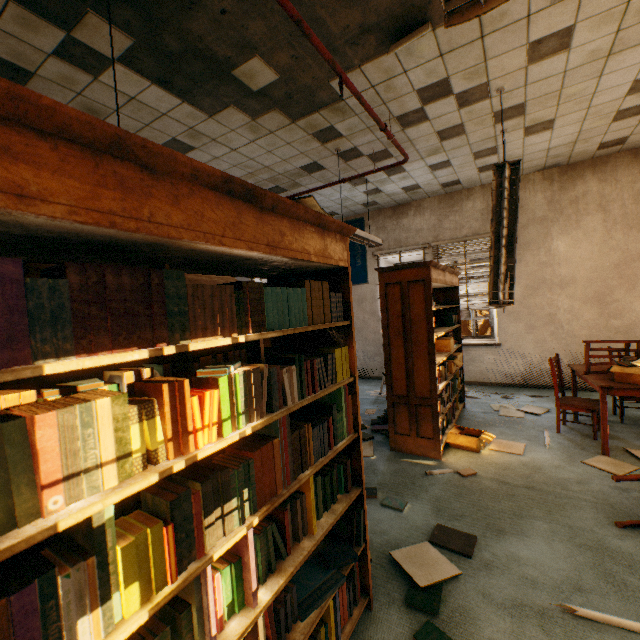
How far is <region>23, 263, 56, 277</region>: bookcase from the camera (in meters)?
1.28

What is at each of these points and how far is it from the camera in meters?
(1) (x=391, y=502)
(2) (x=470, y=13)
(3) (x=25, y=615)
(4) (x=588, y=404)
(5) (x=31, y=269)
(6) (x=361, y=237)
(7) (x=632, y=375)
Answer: (1) book, 2.8 m
(2) lamp, 1.2 m
(3) book, 0.6 m
(4) chair, 3.9 m
(5) bookcase, 1.3 m
(6) lamp, 4.9 m
(7) cardboard box, 3.3 m

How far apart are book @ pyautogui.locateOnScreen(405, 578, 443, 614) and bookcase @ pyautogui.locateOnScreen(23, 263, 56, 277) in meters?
1.7 m

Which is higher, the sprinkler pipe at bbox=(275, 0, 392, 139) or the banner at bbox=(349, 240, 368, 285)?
the sprinkler pipe at bbox=(275, 0, 392, 139)

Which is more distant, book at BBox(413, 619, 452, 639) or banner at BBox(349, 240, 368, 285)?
banner at BBox(349, 240, 368, 285)

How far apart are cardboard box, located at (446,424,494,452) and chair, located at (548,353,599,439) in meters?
1.0

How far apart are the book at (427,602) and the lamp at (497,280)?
2.8m

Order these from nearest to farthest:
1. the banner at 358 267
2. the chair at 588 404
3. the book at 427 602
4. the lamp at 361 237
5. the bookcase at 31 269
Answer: the bookcase at 31 269 → the book at 427 602 → the chair at 588 404 → the lamp at 361 237 → the banner at 358 267
